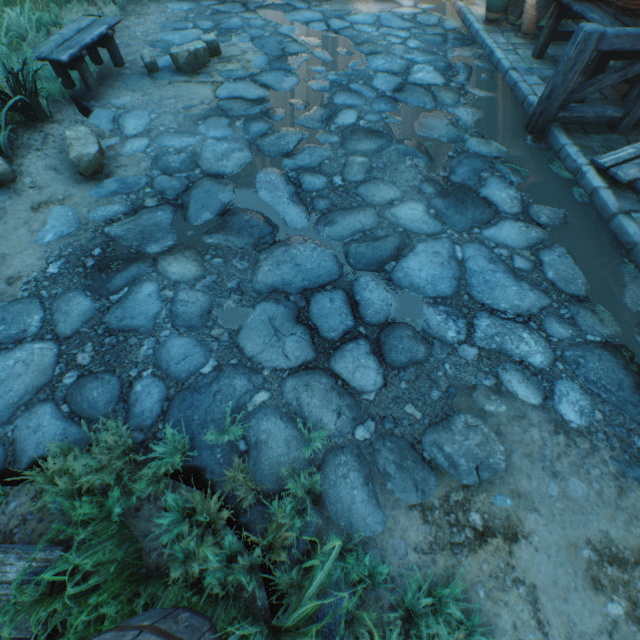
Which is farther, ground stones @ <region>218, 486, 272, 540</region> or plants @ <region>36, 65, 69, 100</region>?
plants @ <region>36, 65, 69, 100</region>

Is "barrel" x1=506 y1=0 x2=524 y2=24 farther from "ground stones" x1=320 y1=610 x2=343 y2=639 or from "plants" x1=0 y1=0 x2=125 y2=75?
"plants" x1=0 y1=0 x2=125 y2=75

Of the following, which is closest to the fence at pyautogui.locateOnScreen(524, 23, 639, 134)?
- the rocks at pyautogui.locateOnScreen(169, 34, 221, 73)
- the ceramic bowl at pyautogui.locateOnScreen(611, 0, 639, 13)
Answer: the ceramic bowl at pyautogui.locateOnScreen(611, 0, 639, 13)

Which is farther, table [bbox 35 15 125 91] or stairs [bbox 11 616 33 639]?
table [bbox 35 15 125 91]

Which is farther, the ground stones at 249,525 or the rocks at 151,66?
the rocks at 151,66

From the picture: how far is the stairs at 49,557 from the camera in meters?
1.4 m

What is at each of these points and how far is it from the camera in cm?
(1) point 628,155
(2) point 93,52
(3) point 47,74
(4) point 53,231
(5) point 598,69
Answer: (1) pallet, 338
(2) table, 432
(3) plants, 422
(4) ground stones, 287
(5) table, 389

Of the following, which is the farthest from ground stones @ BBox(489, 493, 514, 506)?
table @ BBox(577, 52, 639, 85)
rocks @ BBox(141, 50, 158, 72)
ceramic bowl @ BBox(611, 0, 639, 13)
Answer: ceramic bowl @ BBox(611, 0, 639, 13)
